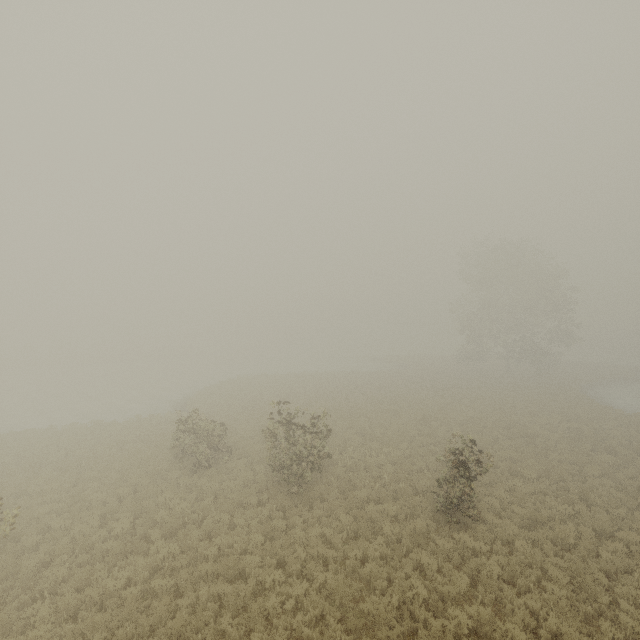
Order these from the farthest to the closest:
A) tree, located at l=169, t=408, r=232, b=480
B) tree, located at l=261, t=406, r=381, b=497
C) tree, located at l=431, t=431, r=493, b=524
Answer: tree, located at l=169, t=408, r=232, b=480 → tree, located at l=261, t=406, r=381, b=497 → tree, located at l=431, t=431, r=493, b=524

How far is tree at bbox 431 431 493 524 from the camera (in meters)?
11.55

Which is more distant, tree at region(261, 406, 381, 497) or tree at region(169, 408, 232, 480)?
tree at region(169, 408, 232, 480)

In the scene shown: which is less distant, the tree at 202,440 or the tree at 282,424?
the tree at 282,424

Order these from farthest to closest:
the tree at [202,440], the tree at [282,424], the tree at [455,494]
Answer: the tree at [202,440] < the tree at [282,424] < the tree at [455,494]

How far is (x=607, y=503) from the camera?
13.6m
